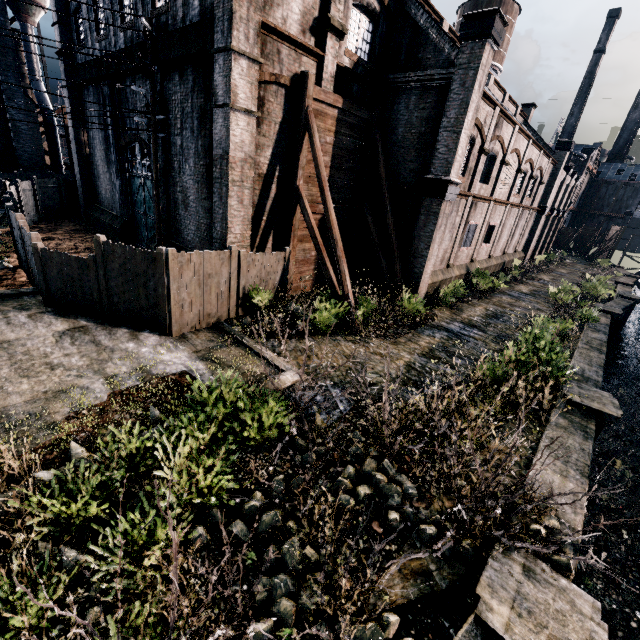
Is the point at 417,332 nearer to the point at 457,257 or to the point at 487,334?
the point at 487,334

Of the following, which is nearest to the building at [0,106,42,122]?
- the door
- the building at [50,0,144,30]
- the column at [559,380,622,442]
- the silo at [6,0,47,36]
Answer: the silo at [6,0,47,36]

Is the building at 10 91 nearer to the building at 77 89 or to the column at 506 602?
the building at 77 89

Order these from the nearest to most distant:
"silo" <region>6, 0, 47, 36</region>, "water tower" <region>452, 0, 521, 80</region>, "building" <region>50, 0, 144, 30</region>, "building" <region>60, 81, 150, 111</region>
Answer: "building" <region>50, 0, 144, 30</region> → "building" <region>60, 81, 150, 111</region> → "silo" <region>6, 0, 47, 36</region> → "water tower" <region>452, 0, 521, 80</region>

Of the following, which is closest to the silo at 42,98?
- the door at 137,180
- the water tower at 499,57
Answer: the door at 137,180

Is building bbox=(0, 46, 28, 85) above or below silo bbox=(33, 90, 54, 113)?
above

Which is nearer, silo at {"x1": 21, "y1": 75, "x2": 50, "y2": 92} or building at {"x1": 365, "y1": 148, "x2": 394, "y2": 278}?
building at {"x1": 365, "y1": 148, "x2": 394, "y2": 278}

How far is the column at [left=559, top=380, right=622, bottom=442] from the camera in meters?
9.9 m
